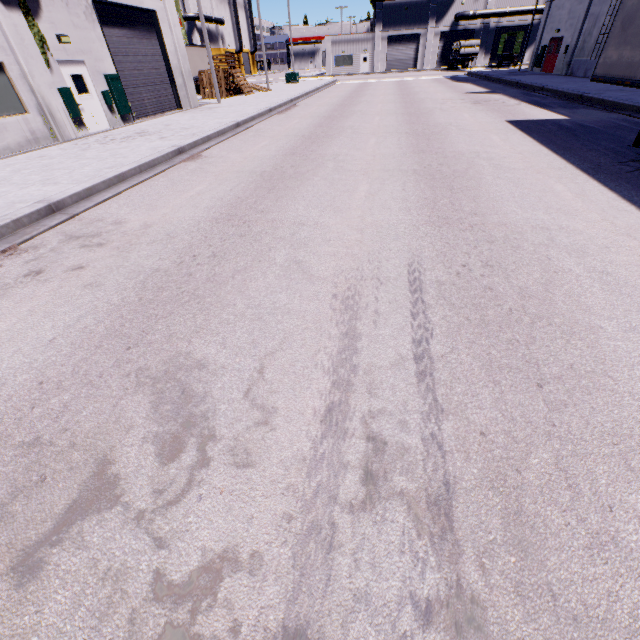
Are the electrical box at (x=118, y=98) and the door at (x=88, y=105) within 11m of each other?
yes

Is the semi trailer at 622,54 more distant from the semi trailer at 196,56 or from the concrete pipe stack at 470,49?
the concrete pipe stack at 470,49

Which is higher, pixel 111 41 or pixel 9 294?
pixel 111 41

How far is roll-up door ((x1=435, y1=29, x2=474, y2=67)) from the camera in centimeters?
4916cm

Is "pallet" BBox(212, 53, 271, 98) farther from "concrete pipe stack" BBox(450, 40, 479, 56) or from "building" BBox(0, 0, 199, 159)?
"concrete pipe stack" BBox(450, 40, 479, 56)

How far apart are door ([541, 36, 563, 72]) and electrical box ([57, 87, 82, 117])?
35.2 meters

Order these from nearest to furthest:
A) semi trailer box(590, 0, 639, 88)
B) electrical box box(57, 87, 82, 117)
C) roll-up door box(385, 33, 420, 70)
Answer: semi trailer box(590, 0, 639, 88), electrical box box(57, 87, 82, 117), roll-up door box(385, 33, 420, 70)

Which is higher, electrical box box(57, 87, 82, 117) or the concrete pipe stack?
the concrete pipe stack
